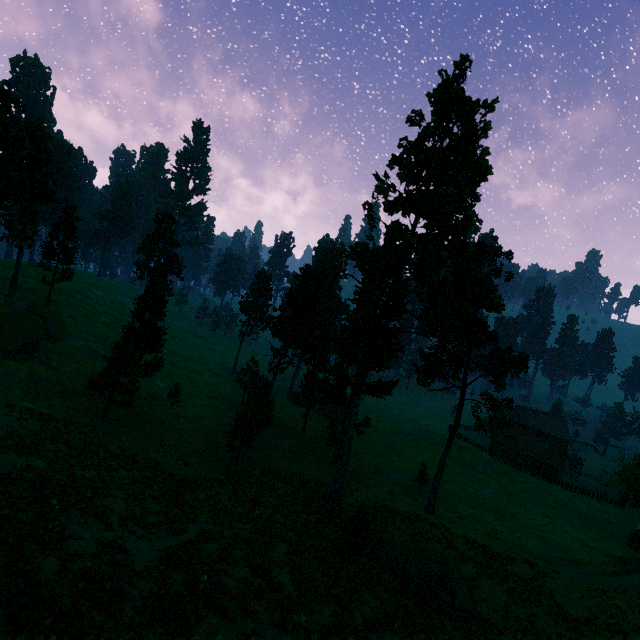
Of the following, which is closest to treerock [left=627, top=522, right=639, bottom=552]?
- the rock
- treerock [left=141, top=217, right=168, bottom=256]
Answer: the rock

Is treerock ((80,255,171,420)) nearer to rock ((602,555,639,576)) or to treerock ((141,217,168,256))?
rock ((602,555,639,576))

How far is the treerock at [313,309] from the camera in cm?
2781

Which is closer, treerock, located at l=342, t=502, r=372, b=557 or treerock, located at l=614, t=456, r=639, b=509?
treerock, located at l=342, t=502, r=372, b=557

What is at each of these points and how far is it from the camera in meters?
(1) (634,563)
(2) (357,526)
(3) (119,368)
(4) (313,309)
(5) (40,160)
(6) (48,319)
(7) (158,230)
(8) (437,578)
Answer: (1) rock, 26.7
(2) treerock, 22.0
(3) treerock, 32.3
(4) treerock, 41.6
(5) treerock, 42.8
(6) treerock, 41.0
(7) treerock, 59.4
(8) treerock, 20.4

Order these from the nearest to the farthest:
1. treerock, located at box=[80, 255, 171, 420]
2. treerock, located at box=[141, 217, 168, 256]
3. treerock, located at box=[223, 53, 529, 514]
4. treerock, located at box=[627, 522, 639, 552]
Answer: treerock, located at box=[223, 53, 529, 514] → treerock, located at box=[80, 255, 171, 420] → treerock, located at box=[627, 522, 639, 552] → treerock, located at box=[141, 217, 168, 256]

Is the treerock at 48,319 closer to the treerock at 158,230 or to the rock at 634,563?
the rock at 634,563

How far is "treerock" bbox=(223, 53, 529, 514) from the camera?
27.8 meters
